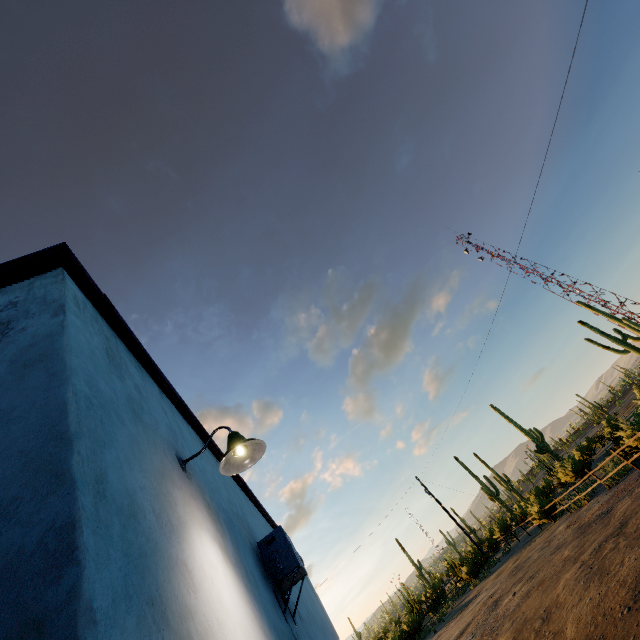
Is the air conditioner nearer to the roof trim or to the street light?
the roof trim

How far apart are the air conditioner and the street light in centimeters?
198cm

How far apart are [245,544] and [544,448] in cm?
3797

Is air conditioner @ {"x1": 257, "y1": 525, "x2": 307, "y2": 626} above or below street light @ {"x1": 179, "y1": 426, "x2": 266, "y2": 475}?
below

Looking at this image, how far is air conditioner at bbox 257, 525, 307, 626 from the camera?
4.06m

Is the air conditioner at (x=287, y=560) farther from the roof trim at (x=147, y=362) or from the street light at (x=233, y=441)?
the street light at (x=233, y=441)

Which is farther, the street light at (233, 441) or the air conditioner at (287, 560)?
the air conditioner at (287, 560)

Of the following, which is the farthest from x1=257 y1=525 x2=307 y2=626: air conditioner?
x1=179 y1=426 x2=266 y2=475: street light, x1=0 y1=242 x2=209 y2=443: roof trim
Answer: x1=179 y1=426 x2=266 y2=475: street light
